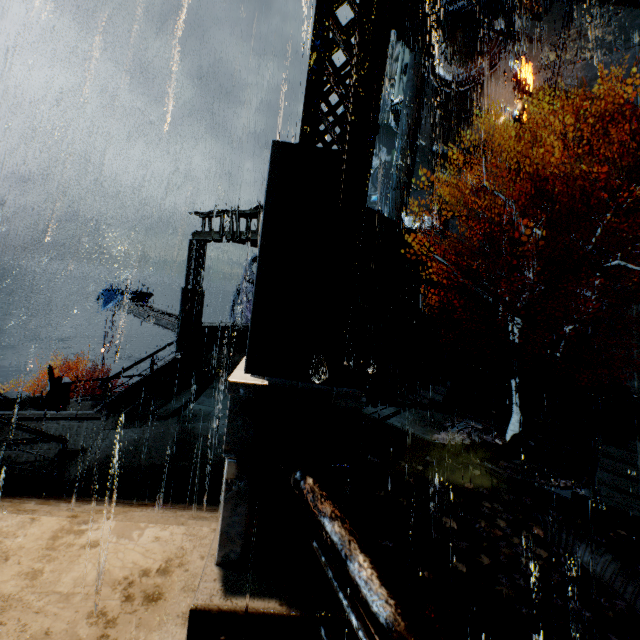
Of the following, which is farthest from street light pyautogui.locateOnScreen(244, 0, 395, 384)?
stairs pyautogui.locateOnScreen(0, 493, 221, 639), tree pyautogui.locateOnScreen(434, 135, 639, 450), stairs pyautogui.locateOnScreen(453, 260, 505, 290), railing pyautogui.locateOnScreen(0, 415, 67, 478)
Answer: stairs pyautogui.locateOnScreen(453, 260, 505, 290)

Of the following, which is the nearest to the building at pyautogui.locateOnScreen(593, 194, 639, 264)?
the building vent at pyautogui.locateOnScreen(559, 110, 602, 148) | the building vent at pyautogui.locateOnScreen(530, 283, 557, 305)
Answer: the building vent at pyautogui.locateOnScreen(559, 110, 602, 148)

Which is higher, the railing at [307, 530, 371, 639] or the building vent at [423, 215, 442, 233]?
the building vent at [423, 215, 442, 233]

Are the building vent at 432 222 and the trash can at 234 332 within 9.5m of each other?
no

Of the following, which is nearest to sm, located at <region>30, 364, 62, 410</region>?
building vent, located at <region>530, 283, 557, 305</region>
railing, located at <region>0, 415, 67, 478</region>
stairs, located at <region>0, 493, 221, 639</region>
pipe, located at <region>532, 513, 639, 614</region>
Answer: railing, located at <region>0, 415, 67, 478</region>

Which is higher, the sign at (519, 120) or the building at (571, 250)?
the sign at (519, 120)

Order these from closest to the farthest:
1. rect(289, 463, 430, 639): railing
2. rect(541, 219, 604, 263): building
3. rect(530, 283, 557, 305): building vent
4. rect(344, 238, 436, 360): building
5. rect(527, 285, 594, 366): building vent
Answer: rect(289, 463, 430, 639): railing
rect(344, 238, 436, 360): building
rect(527, 285, 594, 366): building vent
rect(530, 283, 557, 305): building vent
rect(541, 219, 604, 263): building

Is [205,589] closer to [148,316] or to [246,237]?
[246,237]
